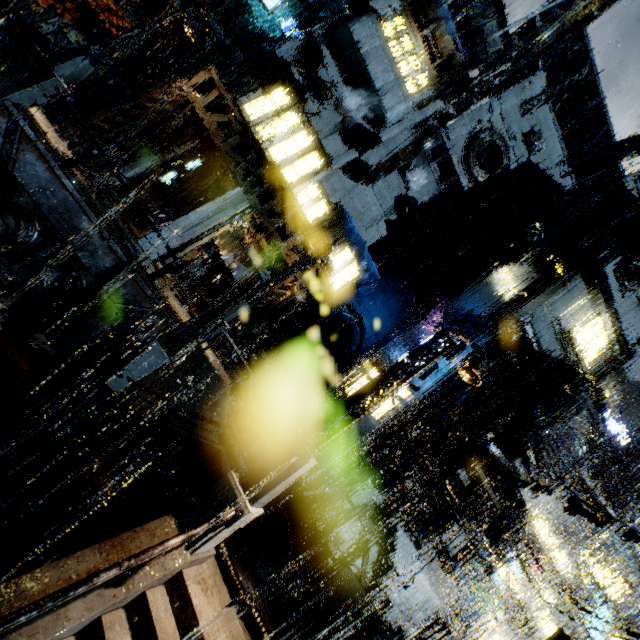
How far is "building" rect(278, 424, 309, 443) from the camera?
24.1 meters

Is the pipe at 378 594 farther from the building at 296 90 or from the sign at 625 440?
the sign at 625 440

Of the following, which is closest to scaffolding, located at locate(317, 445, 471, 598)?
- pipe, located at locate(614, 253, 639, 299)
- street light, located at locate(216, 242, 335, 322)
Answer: street light, located at locate(216, 242, 335, 322)

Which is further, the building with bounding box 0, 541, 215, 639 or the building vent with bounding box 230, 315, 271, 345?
the building vent with bounding box 230, 315, 271, 345

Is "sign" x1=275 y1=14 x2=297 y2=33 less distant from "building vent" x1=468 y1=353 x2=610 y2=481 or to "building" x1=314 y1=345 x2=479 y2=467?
"building" x1=314 y1=345 x2=479 y2=467

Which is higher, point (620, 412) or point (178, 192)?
point (620, 412)

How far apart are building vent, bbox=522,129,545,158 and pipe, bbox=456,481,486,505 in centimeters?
2954cm

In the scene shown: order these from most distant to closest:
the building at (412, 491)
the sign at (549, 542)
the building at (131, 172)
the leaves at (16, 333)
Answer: the sign at (549, 542)
the building at (131, 172)
the building at (412, 491)
the leaves at (16, 333)
